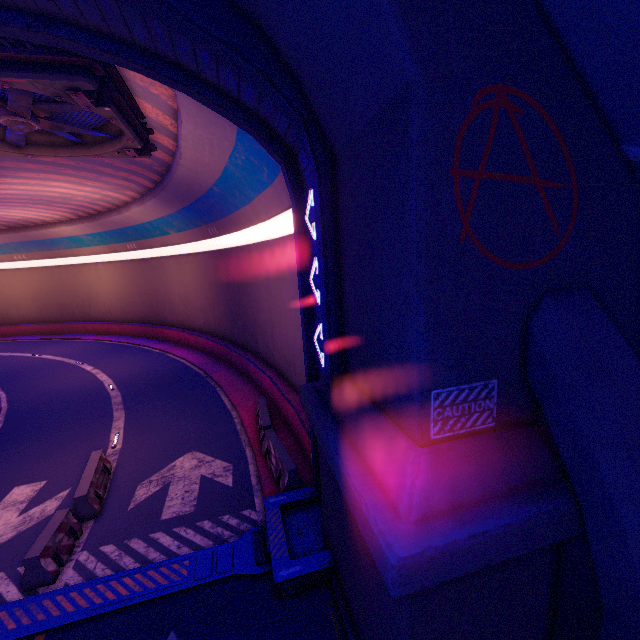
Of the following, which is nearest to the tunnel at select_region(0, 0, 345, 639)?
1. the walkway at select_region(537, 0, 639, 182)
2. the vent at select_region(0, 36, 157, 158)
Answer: the vent at select_region(0, 36, 157, 158)

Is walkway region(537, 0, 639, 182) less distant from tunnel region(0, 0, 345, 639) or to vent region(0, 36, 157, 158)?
tunnel region(0, 0, 345, 639)

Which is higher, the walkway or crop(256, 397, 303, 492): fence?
the walkway

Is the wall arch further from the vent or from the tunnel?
the vent

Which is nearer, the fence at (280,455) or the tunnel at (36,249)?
the tunnel at (36,249)

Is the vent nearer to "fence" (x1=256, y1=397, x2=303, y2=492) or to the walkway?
the walkway

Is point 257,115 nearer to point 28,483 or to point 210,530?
point 210,530

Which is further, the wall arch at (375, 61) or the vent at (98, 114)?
the vent at (98, 114)
